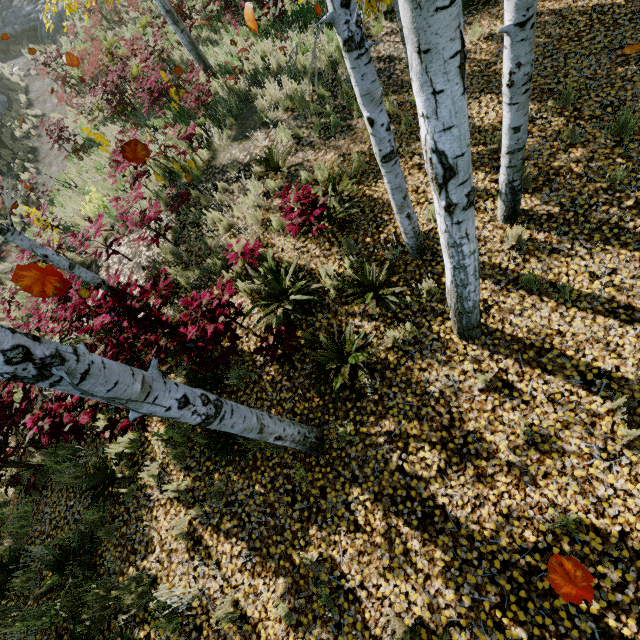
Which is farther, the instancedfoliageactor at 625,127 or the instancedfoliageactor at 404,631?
the instancedfoliageactor at 625,127

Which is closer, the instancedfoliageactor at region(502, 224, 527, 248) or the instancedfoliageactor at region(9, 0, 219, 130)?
the instancedfoliageactor at region(502, 224, 527, 248)

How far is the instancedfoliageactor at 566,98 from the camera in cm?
484

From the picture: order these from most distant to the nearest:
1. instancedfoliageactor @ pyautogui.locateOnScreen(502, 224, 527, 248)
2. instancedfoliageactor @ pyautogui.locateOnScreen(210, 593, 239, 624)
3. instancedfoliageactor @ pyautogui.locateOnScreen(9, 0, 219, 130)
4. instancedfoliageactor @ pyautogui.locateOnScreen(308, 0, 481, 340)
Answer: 1. instancedfoliageactor @ pyautogui.locateOnScreen(9, 0, 219, 130)
2. instancedfoliageactor @ pyautogui.locateOnScreen(502, 224, 527, 248)
3. instancedfoliageactor @ pyautogui.locateOnScreen(210, 593, 239, 624)
4. instancedfoliageactor @ pyautogui.locateOnScreen(308, 0, 481, 340)

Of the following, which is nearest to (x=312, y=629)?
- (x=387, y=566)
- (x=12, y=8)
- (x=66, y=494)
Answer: (x=387, y=566)

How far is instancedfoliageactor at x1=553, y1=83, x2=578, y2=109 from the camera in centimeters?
484cm

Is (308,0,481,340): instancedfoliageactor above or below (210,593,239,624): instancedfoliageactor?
above
